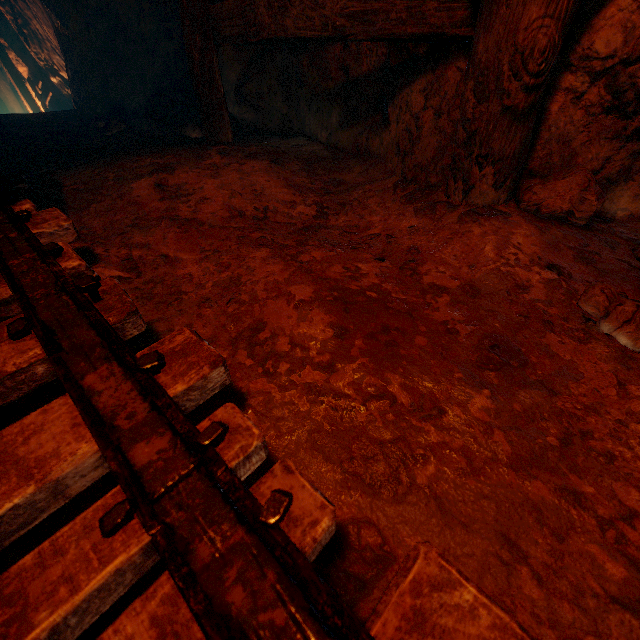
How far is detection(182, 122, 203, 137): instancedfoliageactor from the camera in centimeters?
368cm

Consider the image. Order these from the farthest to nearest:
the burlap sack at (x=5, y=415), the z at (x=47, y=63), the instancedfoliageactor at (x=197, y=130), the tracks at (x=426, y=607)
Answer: the z at (x=47, y=63) → the instancedfoliageactor at (x=197, y=130) → the burlap sack at (x=5, y=415) → the tracks at (x=426, y=607)

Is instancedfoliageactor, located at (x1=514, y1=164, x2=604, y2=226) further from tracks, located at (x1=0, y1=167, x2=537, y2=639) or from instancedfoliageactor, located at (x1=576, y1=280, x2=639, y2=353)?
tracks, located at (x1=0, y1=167, x2=537, y2=639)

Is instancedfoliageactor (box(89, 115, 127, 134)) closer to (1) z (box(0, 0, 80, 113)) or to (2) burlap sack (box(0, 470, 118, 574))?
(2) burlap sack (box(0, 470, 118, 574))

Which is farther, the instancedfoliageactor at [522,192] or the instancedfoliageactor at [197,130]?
the instancedfoliageactor at [197,130]

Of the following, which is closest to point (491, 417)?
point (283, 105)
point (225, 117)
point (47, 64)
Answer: point (225, 117)

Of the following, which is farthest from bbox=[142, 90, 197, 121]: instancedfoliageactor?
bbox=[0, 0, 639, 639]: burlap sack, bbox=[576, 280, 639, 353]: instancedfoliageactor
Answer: bbox=[576, 280, 639, 353]: instancedfoliageactor

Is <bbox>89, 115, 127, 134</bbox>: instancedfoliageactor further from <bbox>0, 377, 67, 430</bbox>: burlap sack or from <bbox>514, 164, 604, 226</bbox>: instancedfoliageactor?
<bbox>514, 164, 604, 226</bbox>: instancedfoliageactor
